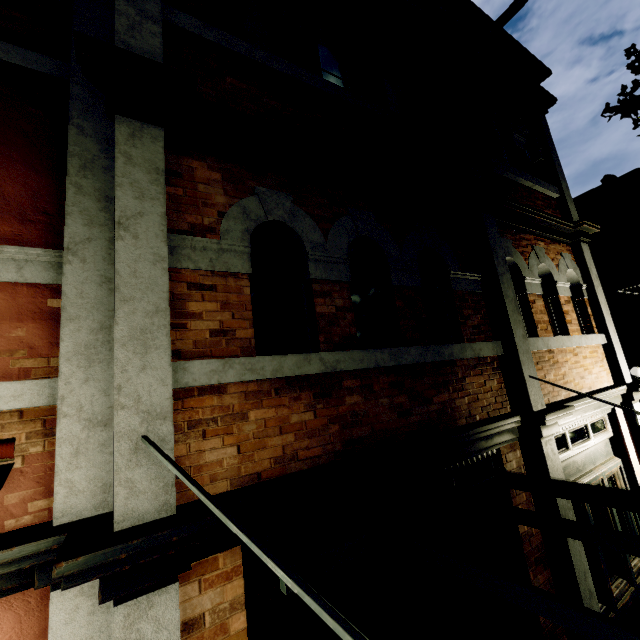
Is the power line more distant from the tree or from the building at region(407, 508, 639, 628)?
the building at region(407, 508, 639, 628)

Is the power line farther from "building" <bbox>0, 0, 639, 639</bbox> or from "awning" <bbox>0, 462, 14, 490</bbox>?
"awning" <bbox>0, 462, 14, 490</bbox>

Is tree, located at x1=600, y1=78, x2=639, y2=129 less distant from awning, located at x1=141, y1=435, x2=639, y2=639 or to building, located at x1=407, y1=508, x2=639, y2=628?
building, located at x1=407, y1=508, x2=639, y2=628

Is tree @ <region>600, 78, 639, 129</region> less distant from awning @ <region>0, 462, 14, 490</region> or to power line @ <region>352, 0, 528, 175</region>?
power line @ <region>352, 0, 528, 175</region>

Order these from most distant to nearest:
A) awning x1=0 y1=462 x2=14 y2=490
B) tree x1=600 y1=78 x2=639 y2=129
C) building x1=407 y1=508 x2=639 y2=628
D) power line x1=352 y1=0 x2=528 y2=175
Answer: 1. tree x1=600 y1=78 x2=639 y2=129
2. building x1=407 y1=508 x2=639 y2=628
3. awning x1=0 y1=462 x2=14 y2=490
4. power line x1=352 y1=0 x2=528 y2=175

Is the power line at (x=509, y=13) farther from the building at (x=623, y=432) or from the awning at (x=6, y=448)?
the awning at (x=6, y=448)

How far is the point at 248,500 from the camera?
1.92m

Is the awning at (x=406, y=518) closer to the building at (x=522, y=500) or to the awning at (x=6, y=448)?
the building at (x=522, y=500)
